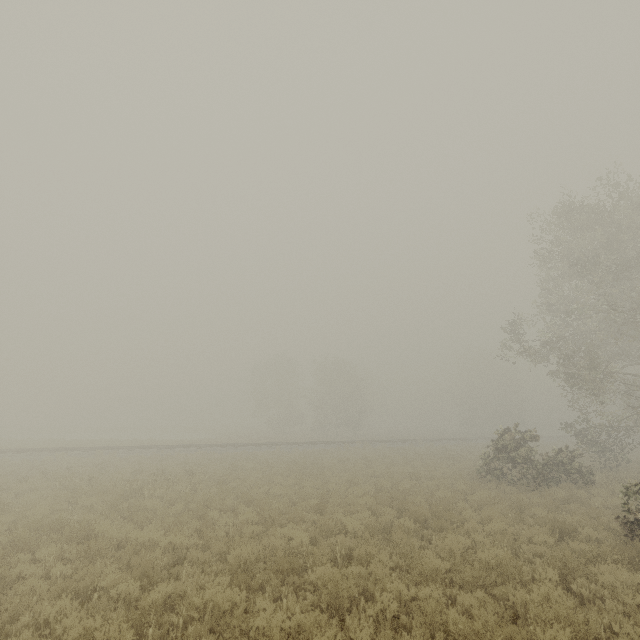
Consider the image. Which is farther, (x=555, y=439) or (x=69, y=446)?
(x=555, y=439)
